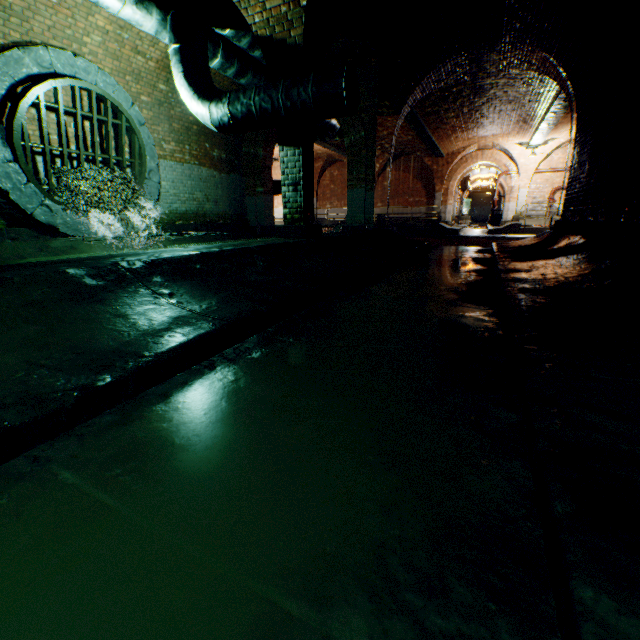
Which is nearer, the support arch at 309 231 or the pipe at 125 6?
the pipe at 125 6

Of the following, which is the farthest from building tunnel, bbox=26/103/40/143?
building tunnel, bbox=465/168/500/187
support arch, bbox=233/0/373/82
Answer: building tunnel, bbox=465/168/500/187

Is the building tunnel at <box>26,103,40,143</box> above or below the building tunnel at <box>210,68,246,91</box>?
below

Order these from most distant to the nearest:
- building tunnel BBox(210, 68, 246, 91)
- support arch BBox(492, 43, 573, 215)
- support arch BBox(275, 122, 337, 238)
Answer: building tunnel BBox(210, 68, 246, 91) < support arch BBox(492, 43, 573, 215) < support arch BBox(275, 122, 337, 238)

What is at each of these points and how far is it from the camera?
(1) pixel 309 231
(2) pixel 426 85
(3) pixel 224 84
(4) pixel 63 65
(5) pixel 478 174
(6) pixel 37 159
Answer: (1) support arch, 5.7 meters
(2) support arch, 9.3 meters
(3) building tunnel, 8.9 meters
(4) sewerage pipe, 6.0 meters
(5) building tunnel, 31.5 meters
(6) building tunnel, 6.2 meters

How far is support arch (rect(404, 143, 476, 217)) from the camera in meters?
20.0 m

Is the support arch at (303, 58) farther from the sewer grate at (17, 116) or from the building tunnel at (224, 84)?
the sewer grate at (17, 116)

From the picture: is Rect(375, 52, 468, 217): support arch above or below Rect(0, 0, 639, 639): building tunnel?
above
